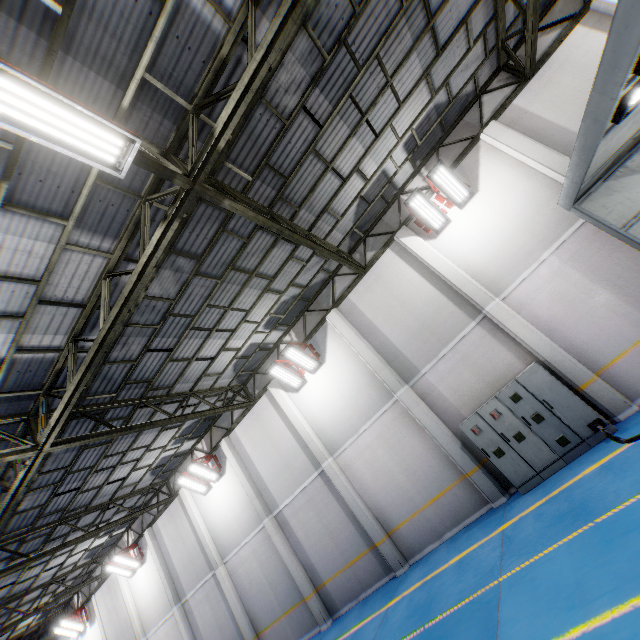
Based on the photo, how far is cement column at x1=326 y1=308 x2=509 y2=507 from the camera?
9.3m

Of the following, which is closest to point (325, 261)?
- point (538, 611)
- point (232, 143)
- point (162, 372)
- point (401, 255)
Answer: point (401, 255)

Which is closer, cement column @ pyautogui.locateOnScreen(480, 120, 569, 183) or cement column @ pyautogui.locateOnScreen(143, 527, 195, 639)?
cement column @ pyautogui.locateOnScreen(480, 120, 569, 183)

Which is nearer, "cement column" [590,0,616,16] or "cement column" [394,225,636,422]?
"cement column" [394,225,636,422]

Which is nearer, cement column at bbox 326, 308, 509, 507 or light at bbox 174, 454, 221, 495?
cement column at bbox 326, 308, 509, 507

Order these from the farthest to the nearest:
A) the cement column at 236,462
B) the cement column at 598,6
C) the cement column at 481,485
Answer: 1. the cement column at 236,462
2. the cement column at 481,485
3. the cement column at 598,6

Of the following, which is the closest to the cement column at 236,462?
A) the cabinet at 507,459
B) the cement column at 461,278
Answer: the cabinet at 507,459

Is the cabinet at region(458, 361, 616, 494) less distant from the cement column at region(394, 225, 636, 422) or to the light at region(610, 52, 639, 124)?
the cement column at region(394, 225, 636, 422)
